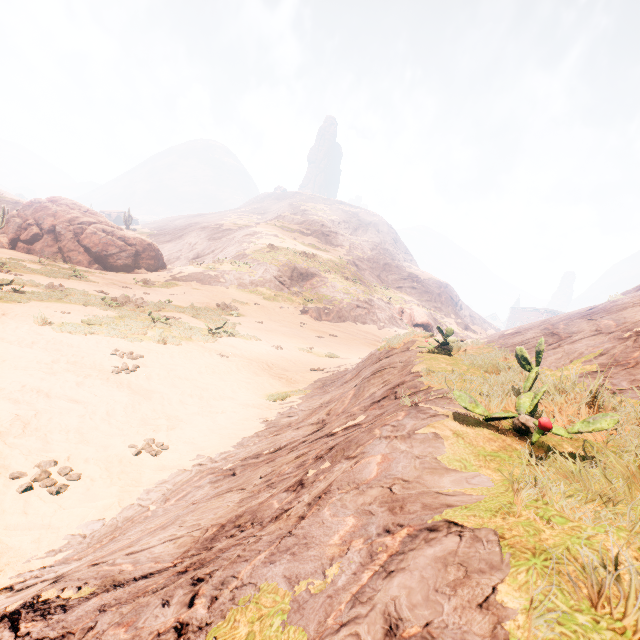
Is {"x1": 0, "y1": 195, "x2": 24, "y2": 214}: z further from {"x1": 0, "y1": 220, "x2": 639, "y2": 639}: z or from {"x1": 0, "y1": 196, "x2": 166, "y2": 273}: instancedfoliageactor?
{"x1": 0, "y1": 196, "x2": 166, "y2": 273}: instancedfoliageactor

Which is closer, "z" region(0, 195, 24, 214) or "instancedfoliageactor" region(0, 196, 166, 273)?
"instancedfoliageactor" region(0, 196, 166, 273)

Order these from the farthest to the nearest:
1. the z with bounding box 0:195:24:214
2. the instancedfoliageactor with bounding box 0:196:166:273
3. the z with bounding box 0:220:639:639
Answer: the z with bounding box 0:195:24:214 < the instancedfoliageactor with bounding box 0:196:166:273 < the z with bounding box 0:220:639:639

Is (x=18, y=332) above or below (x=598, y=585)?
below

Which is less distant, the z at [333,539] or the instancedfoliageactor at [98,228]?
the z at [333,539]

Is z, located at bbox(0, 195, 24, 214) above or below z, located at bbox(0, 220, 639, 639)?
above

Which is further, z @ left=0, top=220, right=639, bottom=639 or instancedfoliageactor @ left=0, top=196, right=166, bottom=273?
instancedfoliageactor @ left=0, top=196, right=166, bottom=273

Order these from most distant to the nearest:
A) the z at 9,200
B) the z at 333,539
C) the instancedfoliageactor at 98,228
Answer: the z at 9,200, the instancedfoliageactor at 98,228, the z at 333,539
